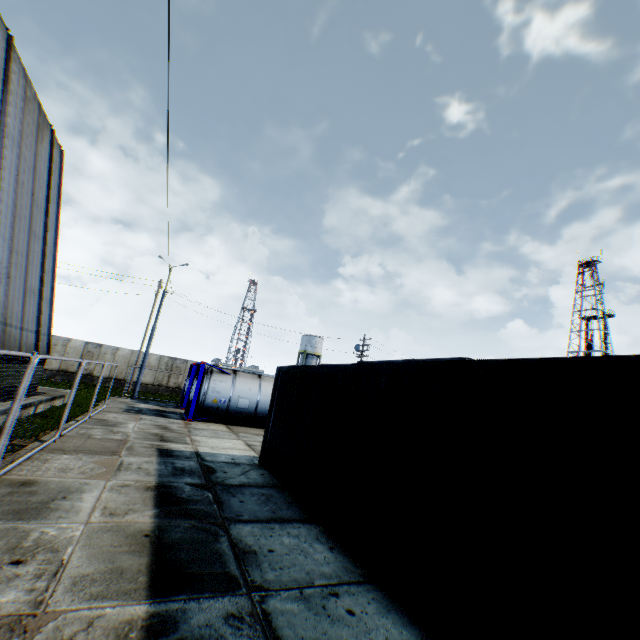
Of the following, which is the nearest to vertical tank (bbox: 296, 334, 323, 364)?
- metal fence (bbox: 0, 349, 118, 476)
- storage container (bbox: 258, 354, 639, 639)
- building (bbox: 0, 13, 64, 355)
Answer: metal fence (bbox: 0, 349, 118, 476)

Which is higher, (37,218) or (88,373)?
(37,218)

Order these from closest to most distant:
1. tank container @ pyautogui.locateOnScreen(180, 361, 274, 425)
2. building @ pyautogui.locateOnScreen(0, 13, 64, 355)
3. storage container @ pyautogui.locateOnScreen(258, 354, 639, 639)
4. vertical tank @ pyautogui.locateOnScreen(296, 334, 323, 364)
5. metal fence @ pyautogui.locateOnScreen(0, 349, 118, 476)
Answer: storage container @ pyautogui.locateOnScreen(258, 354, 639, 639) → metal fence @ pyautogui.locateOnScreen(0, 349, 118, 476) → building @ pyautogui.locateOnScreen(0, 13, 64, 355) → tank container @ pyautogui.locateOnScreen(180, 361, 274, 425) → vertical tank @ pyautogui.locateOnScreen(296, 334, 323, 364)

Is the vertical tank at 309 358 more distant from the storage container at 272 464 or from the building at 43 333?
the storage container at 272 464

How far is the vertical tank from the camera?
56.9m

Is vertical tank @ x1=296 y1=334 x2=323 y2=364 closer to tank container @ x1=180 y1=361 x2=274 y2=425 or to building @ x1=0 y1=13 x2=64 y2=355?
tank container @ x1=180 y1=361 x2=274 y2=425

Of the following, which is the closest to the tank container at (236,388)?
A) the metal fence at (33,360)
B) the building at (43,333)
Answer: the metal fence at (33,360)

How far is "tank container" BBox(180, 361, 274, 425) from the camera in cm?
1648
